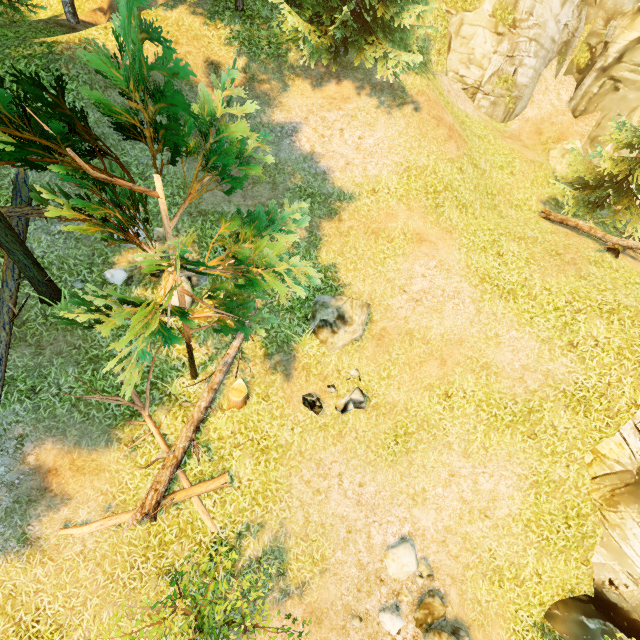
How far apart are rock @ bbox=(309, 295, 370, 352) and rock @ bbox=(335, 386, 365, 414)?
1.02m

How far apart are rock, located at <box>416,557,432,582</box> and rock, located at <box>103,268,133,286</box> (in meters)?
10.75

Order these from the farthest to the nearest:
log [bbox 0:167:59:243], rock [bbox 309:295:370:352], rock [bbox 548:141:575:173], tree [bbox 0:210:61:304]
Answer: rock [bbox 548:141:575:173] < rock [bbox 309:295:370:352] < log [bbox 0:167:59:243] < tree [bbox 0:210:61:304]

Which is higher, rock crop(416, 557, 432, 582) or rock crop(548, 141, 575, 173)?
rock crop(548, 141, 575, 173)

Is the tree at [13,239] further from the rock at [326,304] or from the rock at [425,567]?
the rock at [425,567]

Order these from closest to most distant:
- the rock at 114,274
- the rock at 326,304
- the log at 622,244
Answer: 1. the rock at 114,274
2. the rock at 326,304
3. the log at 622,244

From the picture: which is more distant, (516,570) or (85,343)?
(516,570)

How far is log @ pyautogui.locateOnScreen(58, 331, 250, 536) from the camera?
7.7 meters
